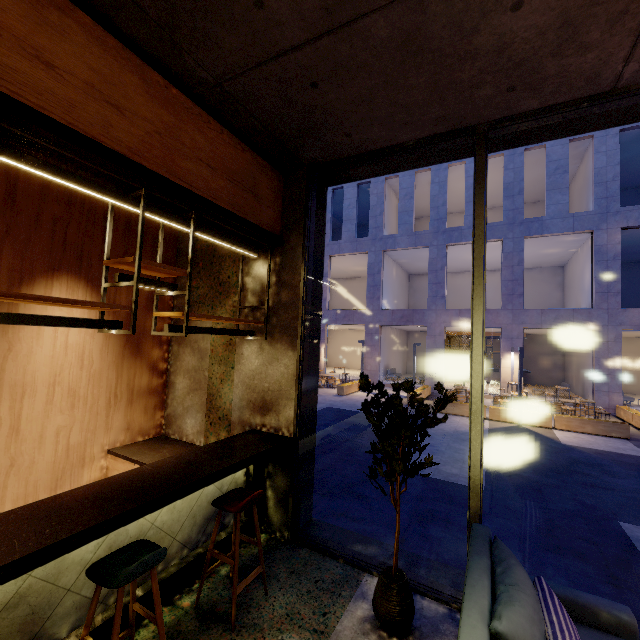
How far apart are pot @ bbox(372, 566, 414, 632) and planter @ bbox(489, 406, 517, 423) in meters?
11.4 m

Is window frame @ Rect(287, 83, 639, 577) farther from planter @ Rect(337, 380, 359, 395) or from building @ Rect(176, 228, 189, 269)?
planter @ Rect(337, 380, 359, 395)

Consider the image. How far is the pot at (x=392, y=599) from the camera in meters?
2.6

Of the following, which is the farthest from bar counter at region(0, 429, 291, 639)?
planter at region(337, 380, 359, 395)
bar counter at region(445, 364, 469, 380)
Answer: bar counter at region(445, 364, 469, 380)

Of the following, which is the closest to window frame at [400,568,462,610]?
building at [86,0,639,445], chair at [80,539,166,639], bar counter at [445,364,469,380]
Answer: building at [86,0,639,445]

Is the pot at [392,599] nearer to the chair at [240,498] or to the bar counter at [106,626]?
the chair at [240,498]

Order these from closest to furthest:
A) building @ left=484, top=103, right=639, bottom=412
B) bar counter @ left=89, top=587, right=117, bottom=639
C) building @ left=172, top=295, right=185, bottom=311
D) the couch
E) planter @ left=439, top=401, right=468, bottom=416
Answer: the couch
bar counter @ left=89, top=587, right=117, bottom=639
building @ left=172, top=295, right=185, bottom=311
planter @ left=439, top=401, right=468, bottom=416
building @ left=484, top=103, right=639, bottom=412

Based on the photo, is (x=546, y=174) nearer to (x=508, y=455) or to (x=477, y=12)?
(x=508, y=455)
